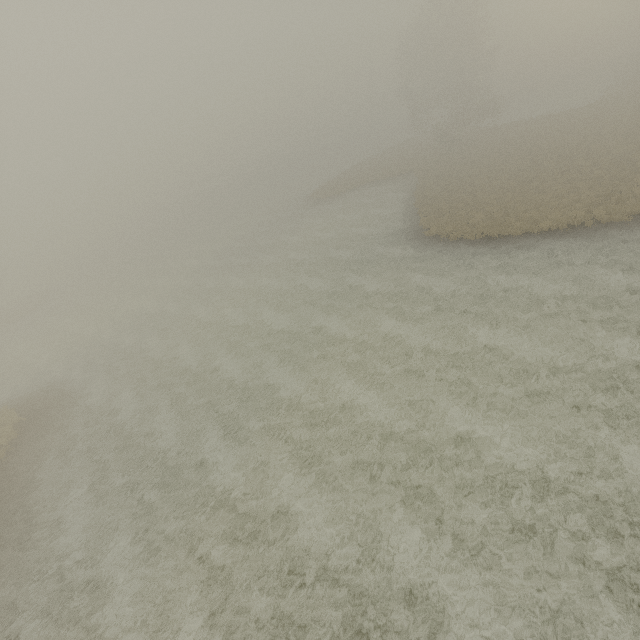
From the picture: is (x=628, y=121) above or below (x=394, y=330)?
above
